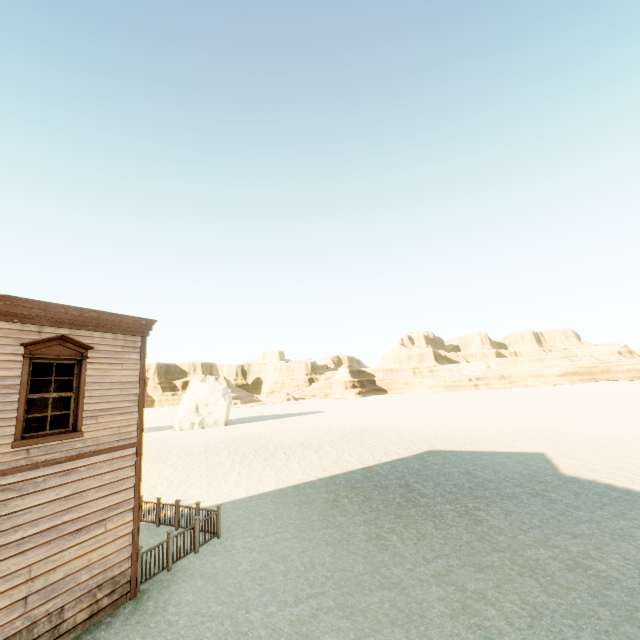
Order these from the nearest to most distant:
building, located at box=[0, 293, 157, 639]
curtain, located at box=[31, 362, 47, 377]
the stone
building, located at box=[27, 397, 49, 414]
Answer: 1. building, located at box=[0, 293, 157, 639]
2. curtain, located at box=[31, 362, 47, 377]
3. building, located at box=[27, 397, 49, 414]
4. the stone

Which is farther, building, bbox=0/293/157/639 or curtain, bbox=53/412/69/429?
curtain, bbox=53/412/69/429

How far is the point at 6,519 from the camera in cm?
612

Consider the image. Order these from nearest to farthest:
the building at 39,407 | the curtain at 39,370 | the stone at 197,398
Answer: the curtain at 39,370
the building at 39,407
the stone at 197,398

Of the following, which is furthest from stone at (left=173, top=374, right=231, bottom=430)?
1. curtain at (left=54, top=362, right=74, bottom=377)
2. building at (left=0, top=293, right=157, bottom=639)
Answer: curtain at (left=54, top=362, right=74, bottom=377)

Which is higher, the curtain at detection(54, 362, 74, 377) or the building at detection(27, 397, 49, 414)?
the curtain at detection(54, 362, 74, 377)

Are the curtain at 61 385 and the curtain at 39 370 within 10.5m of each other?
yes

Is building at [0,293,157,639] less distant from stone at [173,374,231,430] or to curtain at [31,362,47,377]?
curtain at [31,362,47,377]
